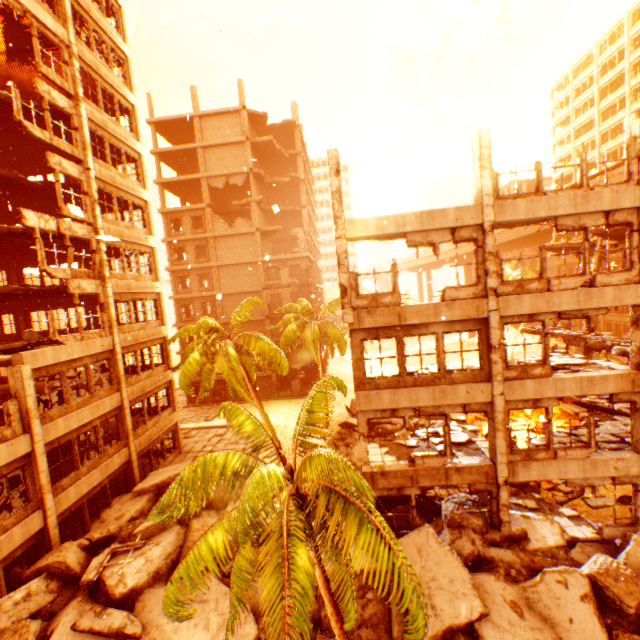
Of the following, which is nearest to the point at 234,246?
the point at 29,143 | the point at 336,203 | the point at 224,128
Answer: the point at 224,128

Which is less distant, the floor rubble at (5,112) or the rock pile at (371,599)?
the rock pile at (371,599)

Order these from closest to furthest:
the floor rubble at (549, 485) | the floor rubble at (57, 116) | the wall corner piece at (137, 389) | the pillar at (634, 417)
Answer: the pillar at (634, 417), the floor rubble at (549, 485), the floor rubble at (57, 116), the wall corner piece at (137, 389)

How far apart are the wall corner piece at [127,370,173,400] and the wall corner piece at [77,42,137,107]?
17.2m

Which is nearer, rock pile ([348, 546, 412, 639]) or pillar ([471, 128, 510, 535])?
rock pile ([348, 546, 412, 639])

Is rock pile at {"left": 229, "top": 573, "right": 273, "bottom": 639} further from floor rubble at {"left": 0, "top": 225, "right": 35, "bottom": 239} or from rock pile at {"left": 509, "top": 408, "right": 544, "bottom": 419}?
floor rubble at {"left": 0, "top": 225, "right": 35, "bottom": 239}

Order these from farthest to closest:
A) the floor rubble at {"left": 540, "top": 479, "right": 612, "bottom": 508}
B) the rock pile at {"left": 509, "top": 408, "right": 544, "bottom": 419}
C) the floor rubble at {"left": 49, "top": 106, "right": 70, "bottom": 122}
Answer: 1. the rock pile at {"left": 509, "top": 408, "right": 544, "bottom": 419}
2. the floor rubble at {"left": 49, "top": 106, "right": 70, "bottom": 122}
3. the floor rubble at {"left": 540, "top": 479, "right": 612, "bottom": 508}

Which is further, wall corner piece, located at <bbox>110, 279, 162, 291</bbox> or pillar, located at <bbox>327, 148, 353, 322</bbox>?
wall corner piece, located at <bbox>110, 279, 162, 291</bbox>
